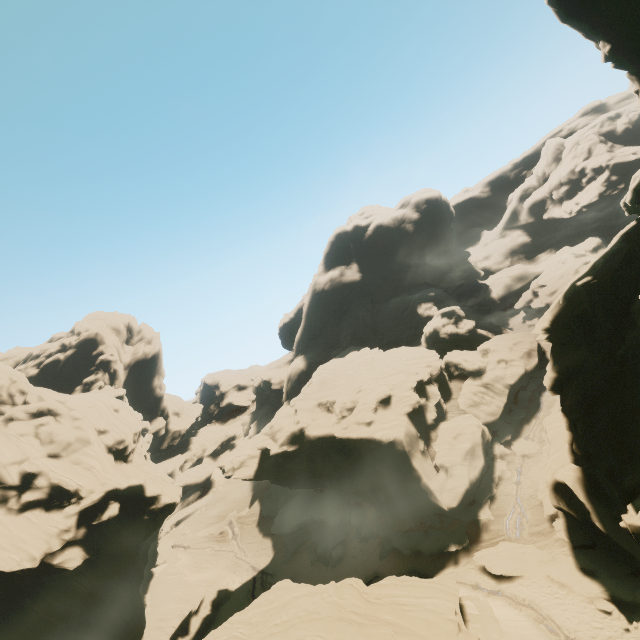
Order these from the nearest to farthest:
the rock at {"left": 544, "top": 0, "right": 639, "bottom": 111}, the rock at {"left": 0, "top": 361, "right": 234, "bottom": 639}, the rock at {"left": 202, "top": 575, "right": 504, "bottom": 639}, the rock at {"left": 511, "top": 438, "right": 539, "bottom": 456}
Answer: the rock at {"left": 544, "top": 0, "right": 639, "bottom": 111} < the rock at {"left": 202, "top": 575, "right": 504, "bottom": 639} < the rock at {"left": 0, "top": 361, "right": 234, "bottom": 639} < the rock at {"left": 511, "top": 438, "right": 539, "bottom": 456}

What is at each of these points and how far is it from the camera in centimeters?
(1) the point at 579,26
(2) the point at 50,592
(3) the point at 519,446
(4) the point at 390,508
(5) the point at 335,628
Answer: (1) rock, 1734cm
(2) rock, 3275cm
(3) rock, 3644cm
(4) rock, 3441cm
(5) rock, 1838cm

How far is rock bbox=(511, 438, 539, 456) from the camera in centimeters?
3528cm

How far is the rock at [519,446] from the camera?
35.3 meters

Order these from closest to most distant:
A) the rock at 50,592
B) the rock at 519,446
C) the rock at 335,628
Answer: the rock at 335,628
the rock at 50,592
the rock at 519,446

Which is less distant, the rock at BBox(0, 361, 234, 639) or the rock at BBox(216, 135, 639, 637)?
the rock at BBox(216, 135, 639, 637)
